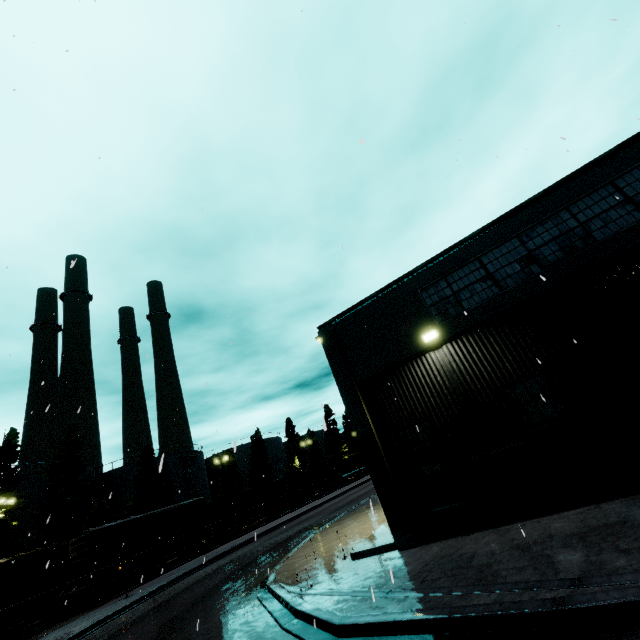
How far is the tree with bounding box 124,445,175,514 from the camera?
42.0m

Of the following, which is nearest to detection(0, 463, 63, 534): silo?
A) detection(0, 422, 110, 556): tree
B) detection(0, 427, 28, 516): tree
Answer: detection(0, 422, 110, 556): tree

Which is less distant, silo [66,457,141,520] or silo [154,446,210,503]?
silo [66,457,141,520]

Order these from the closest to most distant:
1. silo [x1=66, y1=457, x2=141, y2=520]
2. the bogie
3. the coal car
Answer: the bogie → the coal car → silo [x1=66, y1=457, x2=141, y2=520]

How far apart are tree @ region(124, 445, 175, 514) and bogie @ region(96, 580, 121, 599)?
18.5 meters

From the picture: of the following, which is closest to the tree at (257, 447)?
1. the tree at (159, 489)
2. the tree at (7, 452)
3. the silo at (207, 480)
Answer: the silo at (207, 480)

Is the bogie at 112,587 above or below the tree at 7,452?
below

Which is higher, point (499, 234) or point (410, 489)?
point (499, 234)
